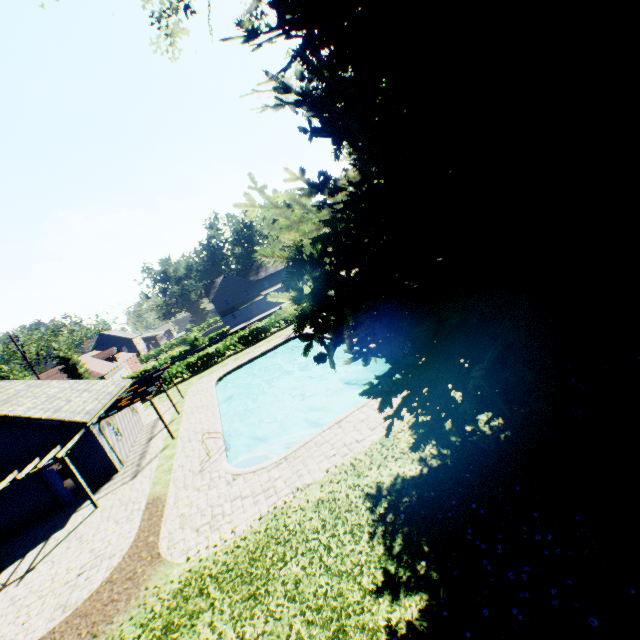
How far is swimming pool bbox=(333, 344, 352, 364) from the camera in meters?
24.0

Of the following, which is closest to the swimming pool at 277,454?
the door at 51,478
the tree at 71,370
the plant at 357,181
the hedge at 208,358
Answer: the plant at 357,181

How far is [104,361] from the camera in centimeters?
5984cm

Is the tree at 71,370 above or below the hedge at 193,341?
above

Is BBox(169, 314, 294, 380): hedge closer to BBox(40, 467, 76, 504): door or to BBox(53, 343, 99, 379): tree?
BBox(53, 343, 99, 379): tree

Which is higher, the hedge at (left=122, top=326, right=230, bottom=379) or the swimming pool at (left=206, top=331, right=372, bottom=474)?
the hedge at (left=122, top=326, right=230, bottom=379)

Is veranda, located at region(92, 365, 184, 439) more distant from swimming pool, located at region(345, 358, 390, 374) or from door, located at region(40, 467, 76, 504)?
swimming pool, located at region(345, 358, 390, 374)

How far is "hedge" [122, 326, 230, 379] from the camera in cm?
5009
